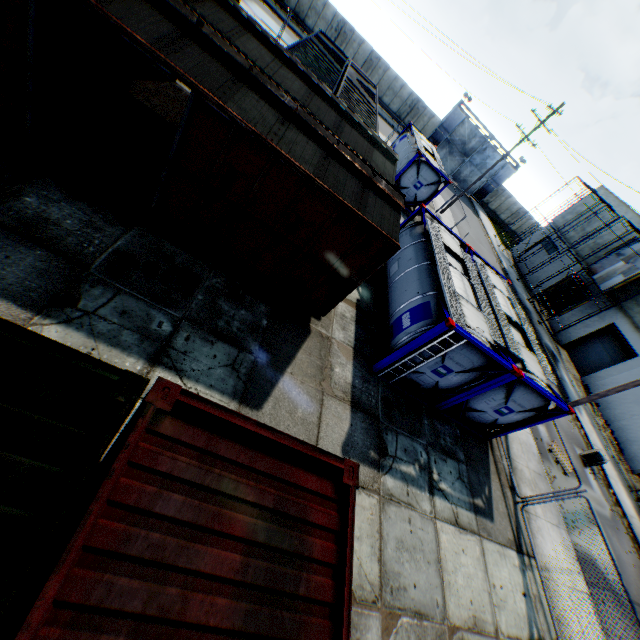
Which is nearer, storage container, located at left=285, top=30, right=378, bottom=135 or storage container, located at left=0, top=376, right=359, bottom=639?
storage container, located at left=0, top=376, right=359, bottom=639

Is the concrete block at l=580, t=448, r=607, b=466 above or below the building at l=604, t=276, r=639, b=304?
below

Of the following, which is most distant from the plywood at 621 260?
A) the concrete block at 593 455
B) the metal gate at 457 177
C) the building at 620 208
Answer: → the metal gate at 457 177

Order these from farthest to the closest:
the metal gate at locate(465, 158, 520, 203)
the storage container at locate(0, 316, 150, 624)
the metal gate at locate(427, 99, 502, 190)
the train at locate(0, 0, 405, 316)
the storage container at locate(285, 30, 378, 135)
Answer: the metal gate at locate(465, 158, 520, 203)
the metal gate at locate(427, 99, 502, 190)
the storage container at locate(285, 30, 378, 135)
the train at locate(0, 0, 405, 316)
the storage container at locate(0, 316, 150, 624)

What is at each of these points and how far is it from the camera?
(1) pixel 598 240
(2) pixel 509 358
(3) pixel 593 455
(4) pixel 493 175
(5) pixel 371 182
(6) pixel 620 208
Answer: (1) building, 30.03m
(2) tank container, 9.95m
(3) concrete block, 17.23m
(4) metal gate, 41.31m
(5) train, 8.04m
(6) building, 29.84m

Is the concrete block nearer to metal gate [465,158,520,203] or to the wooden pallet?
the wooden pallet

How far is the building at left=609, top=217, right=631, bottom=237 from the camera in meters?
28.4 m

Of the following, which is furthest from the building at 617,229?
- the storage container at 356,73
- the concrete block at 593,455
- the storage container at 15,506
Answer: the storage container at 15,506
